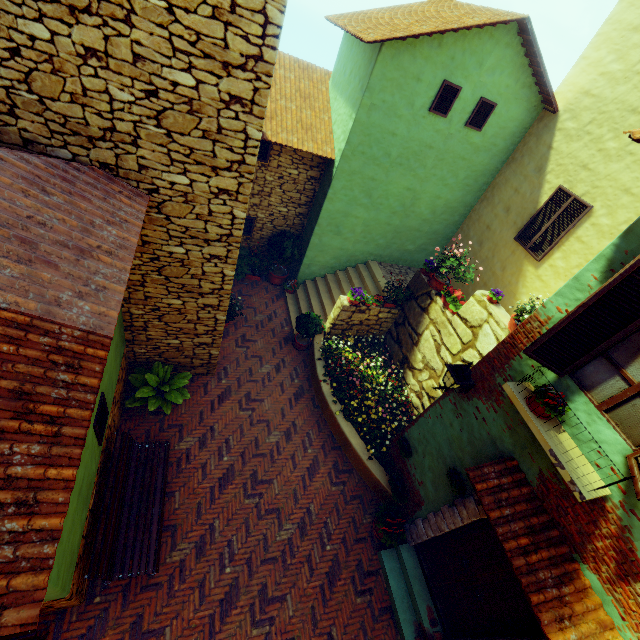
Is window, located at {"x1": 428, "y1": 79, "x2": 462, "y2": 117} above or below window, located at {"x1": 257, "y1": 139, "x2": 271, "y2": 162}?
above

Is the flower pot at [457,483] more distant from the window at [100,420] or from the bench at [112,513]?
the window at [100,420]

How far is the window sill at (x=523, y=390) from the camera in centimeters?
366cm

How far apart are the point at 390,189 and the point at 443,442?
7.31m

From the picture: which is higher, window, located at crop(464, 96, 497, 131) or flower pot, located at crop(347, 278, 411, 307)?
window, located at crop(464, 96, 497, 131)

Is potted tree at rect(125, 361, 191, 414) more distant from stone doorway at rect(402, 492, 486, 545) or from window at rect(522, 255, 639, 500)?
stone doorway at rect(402, 492, 486, 545)

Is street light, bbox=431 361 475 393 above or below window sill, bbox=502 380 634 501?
below

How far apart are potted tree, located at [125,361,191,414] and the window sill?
6.3 meters
